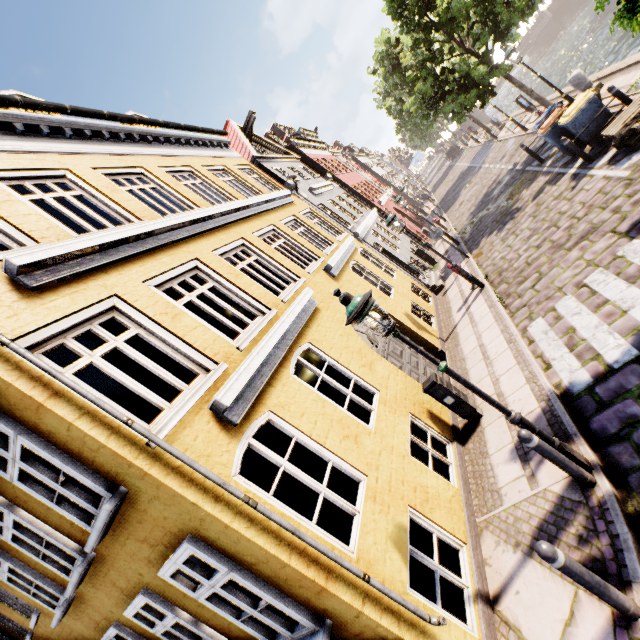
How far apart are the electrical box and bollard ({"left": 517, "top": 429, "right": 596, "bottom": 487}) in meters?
2.4

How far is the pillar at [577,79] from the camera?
11.8m

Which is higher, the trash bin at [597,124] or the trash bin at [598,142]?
the trash bin at [597,124]

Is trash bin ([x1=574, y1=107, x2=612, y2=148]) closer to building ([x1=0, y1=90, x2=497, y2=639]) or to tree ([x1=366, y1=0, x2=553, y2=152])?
tree ([x1=366, y1=0, x2=553, y2=152])

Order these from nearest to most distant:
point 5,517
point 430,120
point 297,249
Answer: point 5,517 → point 297,249 → point 430,120

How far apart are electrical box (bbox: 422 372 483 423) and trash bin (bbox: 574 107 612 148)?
8.57m

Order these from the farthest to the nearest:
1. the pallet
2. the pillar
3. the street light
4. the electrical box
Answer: the pillar, the pallet, the electrical box, the street light
